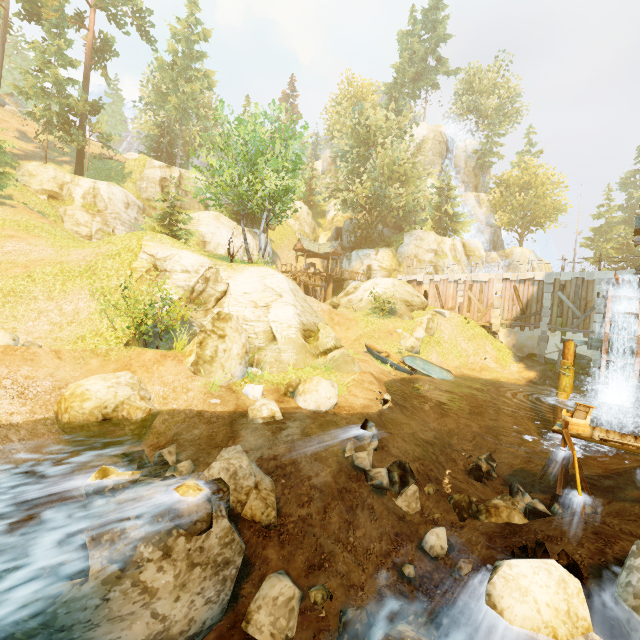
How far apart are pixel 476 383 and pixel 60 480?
22.7m

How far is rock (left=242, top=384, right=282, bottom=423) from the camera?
9.6 meters

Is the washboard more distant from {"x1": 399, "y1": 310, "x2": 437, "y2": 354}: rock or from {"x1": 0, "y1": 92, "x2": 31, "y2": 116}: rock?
{"x1": 0, "y1": 92, "x2": 31, "y2": 116}: rock

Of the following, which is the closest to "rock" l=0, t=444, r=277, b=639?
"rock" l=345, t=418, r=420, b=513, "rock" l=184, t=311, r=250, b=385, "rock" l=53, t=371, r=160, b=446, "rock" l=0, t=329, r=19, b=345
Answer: "rock" l=53, t=371, r=160, b=446

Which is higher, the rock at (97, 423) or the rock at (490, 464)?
the rock at (97, 423)

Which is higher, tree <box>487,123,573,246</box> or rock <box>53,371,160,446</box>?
tree <box>487,123,573,246</box>

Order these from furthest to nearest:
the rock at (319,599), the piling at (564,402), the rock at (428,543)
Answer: the piling at (564,402) < the rock at (428,543) < the rock at (319,599)

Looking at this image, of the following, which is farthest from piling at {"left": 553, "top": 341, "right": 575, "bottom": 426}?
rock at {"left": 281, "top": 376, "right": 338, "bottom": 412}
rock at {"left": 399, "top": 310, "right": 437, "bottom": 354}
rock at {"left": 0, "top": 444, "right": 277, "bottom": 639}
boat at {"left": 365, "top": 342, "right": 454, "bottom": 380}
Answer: rock at {"left": 0, "top": 444, "right": 277, "bottom": 639}
